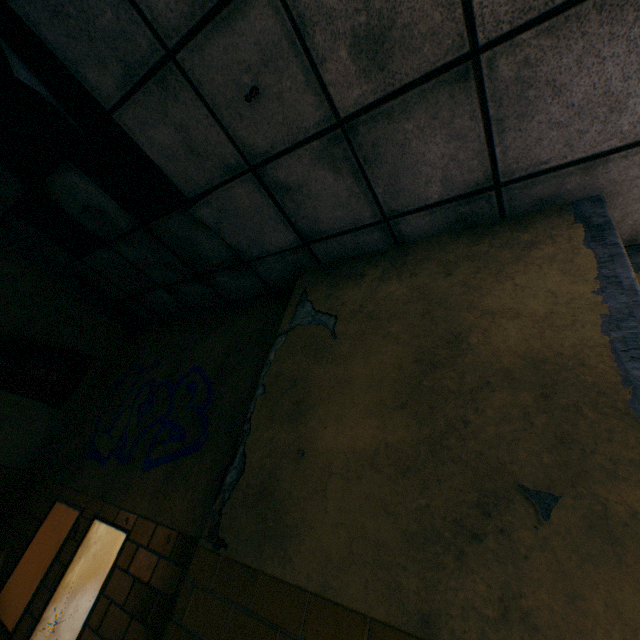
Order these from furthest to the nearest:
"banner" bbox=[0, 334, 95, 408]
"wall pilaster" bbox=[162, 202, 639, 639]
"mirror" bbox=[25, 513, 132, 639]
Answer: "banner" bbox=[0, 334, 95, 408] < "mirror" bbox=[25, 513, 132, 639] < "wall pilaster" bbox=[162, 202, 639, 639]

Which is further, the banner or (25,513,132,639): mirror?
the banner

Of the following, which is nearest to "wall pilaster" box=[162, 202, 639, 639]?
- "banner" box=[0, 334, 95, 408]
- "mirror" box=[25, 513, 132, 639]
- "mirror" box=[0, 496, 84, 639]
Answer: "mirror" box=[25, 513, 132, 639]

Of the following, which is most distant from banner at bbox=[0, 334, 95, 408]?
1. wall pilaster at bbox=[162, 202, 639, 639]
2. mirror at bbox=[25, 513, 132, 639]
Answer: wall pilaster at bbox=[162, 202, 639, 639]

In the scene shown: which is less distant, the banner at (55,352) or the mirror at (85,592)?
the mirror at (85,592)

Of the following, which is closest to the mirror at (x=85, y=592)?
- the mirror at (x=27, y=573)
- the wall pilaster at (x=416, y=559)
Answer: the mirror at (x=27, y=573)

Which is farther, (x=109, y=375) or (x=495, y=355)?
(x=109, y=375)
